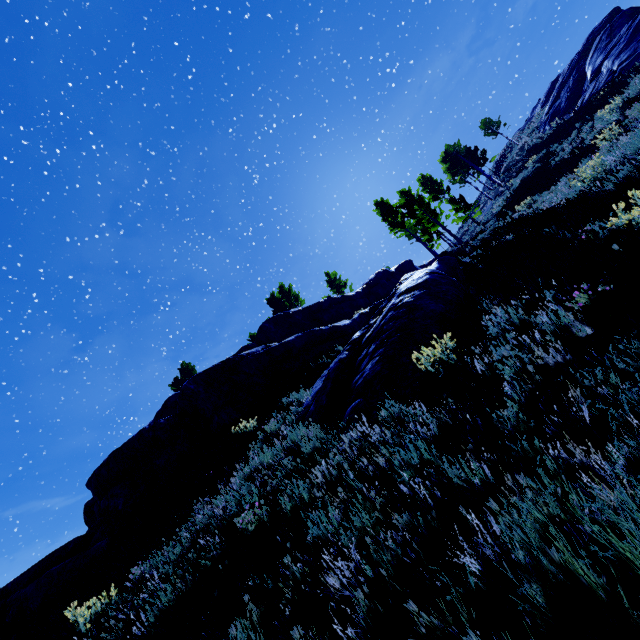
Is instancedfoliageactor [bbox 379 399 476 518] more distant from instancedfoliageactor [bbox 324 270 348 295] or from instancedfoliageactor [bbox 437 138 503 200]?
instancedfoliageactor [bbox 324 270 348 295]

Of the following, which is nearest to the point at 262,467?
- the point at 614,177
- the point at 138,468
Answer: the point at 138,468

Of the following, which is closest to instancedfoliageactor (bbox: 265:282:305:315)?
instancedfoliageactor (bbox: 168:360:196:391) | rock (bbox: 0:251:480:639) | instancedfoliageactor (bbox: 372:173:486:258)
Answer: instancedfoliageactor (bbox: 372:173:486:258)

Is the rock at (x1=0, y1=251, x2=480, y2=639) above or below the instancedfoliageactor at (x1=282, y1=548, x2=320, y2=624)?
above

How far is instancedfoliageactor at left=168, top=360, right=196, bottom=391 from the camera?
39.38m

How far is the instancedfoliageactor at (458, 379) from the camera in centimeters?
401cm

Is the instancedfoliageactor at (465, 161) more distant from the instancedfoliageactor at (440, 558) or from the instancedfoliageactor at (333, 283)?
the instancedfoliageactor at (440, 558)
